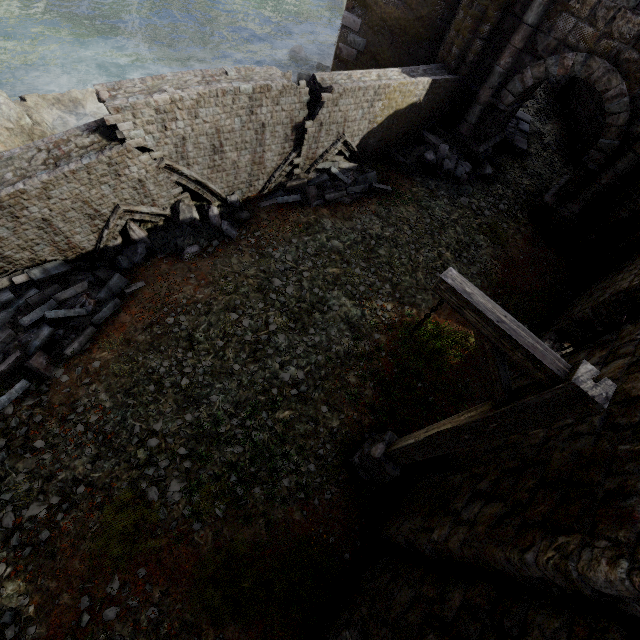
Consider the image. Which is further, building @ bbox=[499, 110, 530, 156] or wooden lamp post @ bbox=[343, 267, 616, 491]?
building @ bbox=[499, 110, 530, 156]

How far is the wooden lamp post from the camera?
2.5 meters

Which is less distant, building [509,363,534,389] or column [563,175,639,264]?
building [509,363,534,389]

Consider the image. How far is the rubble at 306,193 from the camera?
9.24m

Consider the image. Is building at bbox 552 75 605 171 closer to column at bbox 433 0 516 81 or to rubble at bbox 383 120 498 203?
column at bbox 433 0 516 81

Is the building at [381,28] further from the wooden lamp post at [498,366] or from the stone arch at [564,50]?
the wooden lamp post at [498,366]

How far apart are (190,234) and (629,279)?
10.2 meters

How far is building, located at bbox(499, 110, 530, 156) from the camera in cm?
1259
